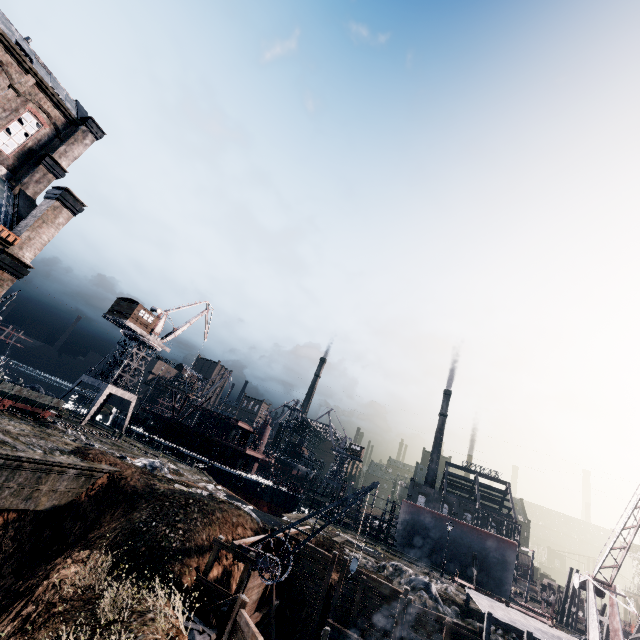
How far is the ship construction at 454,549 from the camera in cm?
4284

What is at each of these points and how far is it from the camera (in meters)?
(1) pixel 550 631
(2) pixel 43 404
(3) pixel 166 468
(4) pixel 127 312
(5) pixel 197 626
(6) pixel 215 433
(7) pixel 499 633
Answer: (1) wooden scaffolding, 23.66
(2) rail car, 31.72
(3) stone debris, 32.72
(4) building, 46.66
(5) wooden scaffolding, 16.02
(6) ship, 54.41
(7) stone debris, 23.94

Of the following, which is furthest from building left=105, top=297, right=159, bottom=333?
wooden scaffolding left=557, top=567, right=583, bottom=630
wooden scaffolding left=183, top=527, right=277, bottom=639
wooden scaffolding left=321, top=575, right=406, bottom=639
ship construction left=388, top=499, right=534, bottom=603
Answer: wooden scaffolding left=557, top=567, right=583, bottom=630

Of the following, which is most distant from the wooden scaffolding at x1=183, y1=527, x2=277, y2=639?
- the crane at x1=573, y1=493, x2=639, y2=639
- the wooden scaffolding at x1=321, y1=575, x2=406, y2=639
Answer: the crane at x1=573, y1=493, x2=639, y2=639

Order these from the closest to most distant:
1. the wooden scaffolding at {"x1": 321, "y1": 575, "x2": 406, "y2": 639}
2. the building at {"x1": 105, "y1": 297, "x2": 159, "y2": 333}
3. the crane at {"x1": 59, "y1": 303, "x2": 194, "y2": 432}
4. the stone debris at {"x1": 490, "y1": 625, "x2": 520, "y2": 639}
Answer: the wooden scaffolding at {"x1": 321, "y1": 575, "x2": 406, "y2": 639}, the stone debris at {"x1": 490, "y1": 625, "x2": 520, "y2": 639}, the crane at {"x1": 59, "y1": 303, "x2": 194, "y2": 432}, the building at {"x1": 105, "y1": 297, "x2": 159, "y2": 333}

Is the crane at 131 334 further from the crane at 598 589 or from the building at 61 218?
the crane at 598 589

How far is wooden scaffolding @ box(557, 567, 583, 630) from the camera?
42.82m

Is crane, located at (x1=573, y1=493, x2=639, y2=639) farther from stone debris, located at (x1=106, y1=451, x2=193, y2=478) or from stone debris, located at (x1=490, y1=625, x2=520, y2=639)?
stone debris, located at (x1=106, y1=451, x2=193, y2=478)
